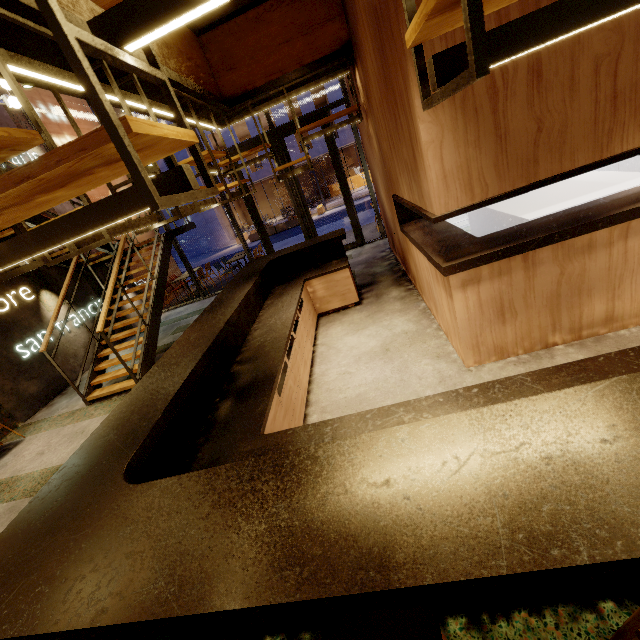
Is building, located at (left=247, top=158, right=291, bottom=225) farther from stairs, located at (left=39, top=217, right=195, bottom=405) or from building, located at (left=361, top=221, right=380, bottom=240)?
stairs, located at (left=39, top=217, right=195, bottom=405)

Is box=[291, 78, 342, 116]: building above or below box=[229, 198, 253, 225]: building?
above

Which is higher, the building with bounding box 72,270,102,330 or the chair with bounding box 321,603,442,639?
the building with bounding box 72,270,102,330

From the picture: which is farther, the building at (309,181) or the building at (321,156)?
the building at (309,181)

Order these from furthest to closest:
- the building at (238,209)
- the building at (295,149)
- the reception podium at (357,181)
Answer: the building at (238,209), the reception podium at (357,181), the building at (295,149)

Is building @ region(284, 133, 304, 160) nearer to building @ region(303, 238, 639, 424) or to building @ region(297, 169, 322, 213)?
building @ region(297, 169, 322, 213)

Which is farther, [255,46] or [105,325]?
[105,325]

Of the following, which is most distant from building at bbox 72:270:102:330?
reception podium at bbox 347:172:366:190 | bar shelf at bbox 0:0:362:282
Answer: reception podium at bbox 347:172:366:190
